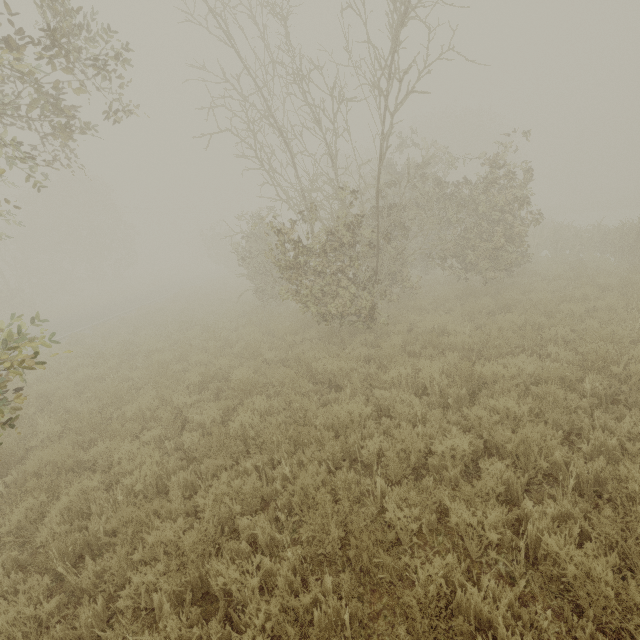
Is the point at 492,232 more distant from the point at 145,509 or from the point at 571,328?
the point at 145,509

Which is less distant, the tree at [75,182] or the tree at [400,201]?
the tree at [75,182]

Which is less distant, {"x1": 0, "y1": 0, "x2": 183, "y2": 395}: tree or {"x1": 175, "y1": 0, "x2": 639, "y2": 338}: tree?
{"x1": 0, "y1": 0, "x2": 183, "y2": 395}: tree
